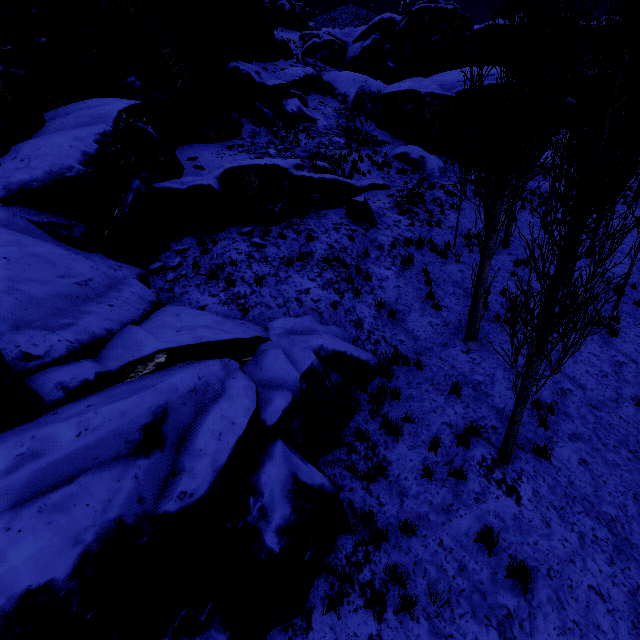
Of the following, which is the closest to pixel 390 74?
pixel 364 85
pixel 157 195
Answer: pixel 364 85

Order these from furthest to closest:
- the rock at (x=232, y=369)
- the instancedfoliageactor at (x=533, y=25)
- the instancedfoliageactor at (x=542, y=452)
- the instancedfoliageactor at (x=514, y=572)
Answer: the instancedfoliageactor at (x=542, y=452)
the instancedfoliageactor at (x=514, y=572)
the instancedfoliageactor at (x=533, y=25)
the rock at (x=232, y=369)

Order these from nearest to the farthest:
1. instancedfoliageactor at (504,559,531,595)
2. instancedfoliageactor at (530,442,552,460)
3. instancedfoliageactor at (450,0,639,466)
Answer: instancedfoliageactor at (450,0,639,466) < instancedfoliageactor at (504,559,531,595) < instancedfoliageactor at (530,442,552,460)

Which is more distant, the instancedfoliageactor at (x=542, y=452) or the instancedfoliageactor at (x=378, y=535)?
the instancedfoliageactor at (x=542, y=452)

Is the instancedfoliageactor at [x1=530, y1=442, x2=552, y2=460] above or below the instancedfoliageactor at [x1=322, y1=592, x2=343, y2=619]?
above

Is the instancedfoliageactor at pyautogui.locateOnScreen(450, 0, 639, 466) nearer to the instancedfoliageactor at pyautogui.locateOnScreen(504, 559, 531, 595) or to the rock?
the rock
